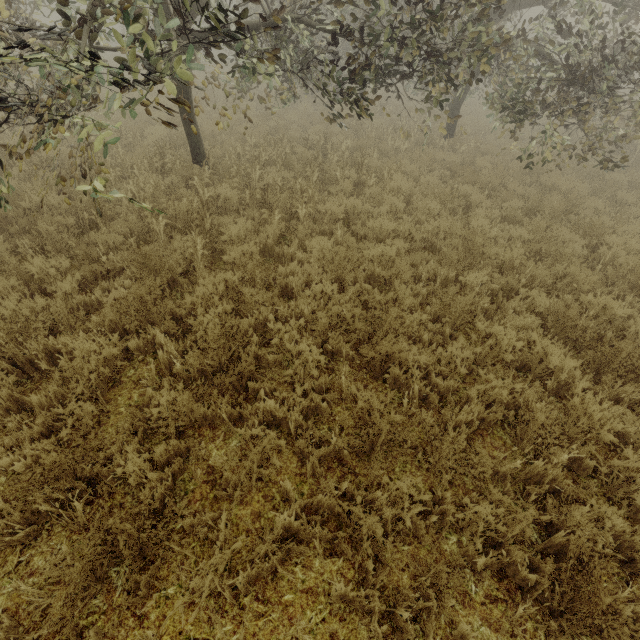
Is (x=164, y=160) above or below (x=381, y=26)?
below
